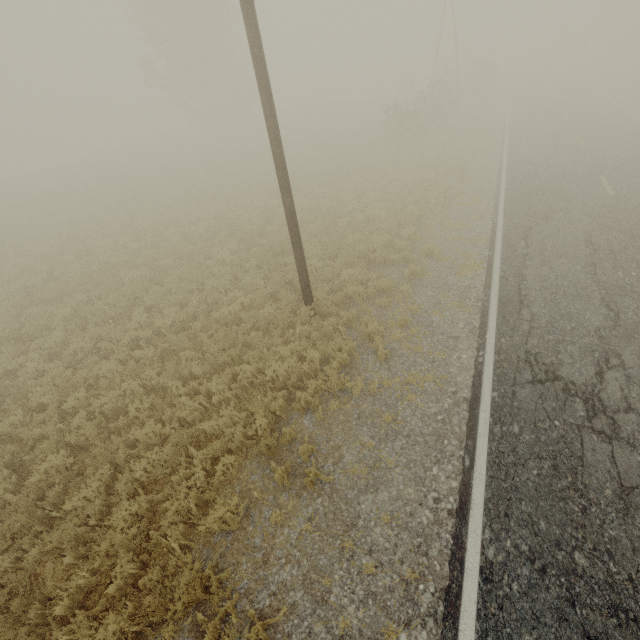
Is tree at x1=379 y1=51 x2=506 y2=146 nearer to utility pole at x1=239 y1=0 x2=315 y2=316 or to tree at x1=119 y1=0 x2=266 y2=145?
tree at x1=119 y1=0 x2=266 y2=145

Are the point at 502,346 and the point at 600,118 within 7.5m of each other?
no

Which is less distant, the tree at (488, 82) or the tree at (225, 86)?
the tree at (488, 82)

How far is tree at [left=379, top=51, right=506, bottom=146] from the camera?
23.5 meters

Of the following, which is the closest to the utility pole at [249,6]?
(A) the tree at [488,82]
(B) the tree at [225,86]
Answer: (A) the tree at [488,82]

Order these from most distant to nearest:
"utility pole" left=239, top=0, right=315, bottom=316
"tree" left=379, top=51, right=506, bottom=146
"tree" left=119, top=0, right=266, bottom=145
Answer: "tree" left=119, top=0, right=266, bottom=145 → "tree" left=379, top=51, right=506, bottom=146 → "utility pole" left=239, top=0, right=315, bottom=316

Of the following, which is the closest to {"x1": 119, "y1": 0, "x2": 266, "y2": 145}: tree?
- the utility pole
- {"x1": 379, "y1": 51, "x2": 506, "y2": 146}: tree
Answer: {"x1": 379, "y1": 51, "x2": 506, "y2": 146}: tree
